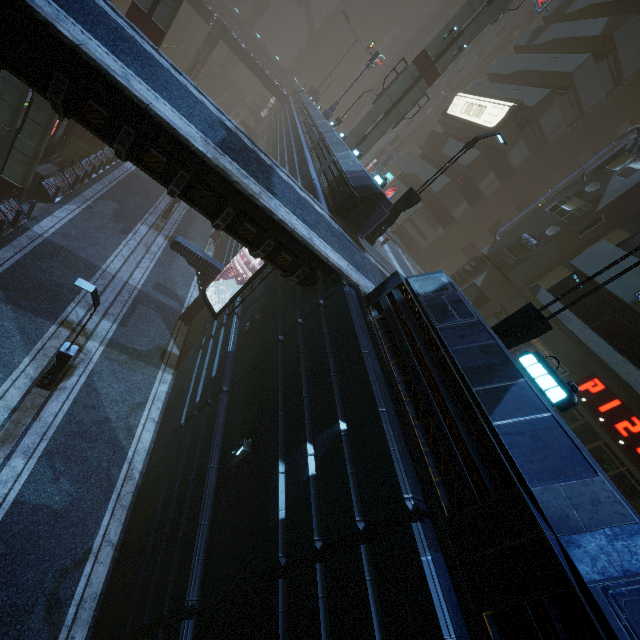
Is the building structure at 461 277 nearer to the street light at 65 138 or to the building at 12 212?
the building at 12 212

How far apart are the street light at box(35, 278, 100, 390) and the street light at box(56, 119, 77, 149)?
18.03m

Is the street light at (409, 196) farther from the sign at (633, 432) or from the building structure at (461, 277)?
the sign at (633, 432)

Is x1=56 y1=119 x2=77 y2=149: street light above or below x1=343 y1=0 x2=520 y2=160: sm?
below

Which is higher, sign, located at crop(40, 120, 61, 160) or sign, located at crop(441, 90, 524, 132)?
sign, located at crop(441, 90, 524, 132)

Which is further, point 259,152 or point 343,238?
point 343,238

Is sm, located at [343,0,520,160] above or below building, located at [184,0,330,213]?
above

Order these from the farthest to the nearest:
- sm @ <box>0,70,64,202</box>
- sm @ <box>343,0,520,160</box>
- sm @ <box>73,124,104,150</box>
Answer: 1. sm @ <box>73,124,104,150</box>
2. sm @ <box>343,0,520,160</box>
3. sm @ <box>0,70,64,202</box>
